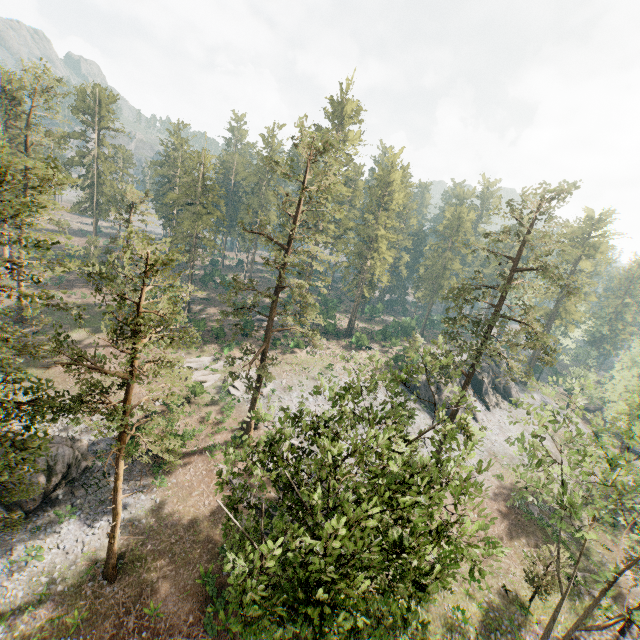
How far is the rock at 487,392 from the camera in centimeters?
5203cm

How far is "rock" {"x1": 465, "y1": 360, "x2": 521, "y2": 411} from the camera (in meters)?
52.03

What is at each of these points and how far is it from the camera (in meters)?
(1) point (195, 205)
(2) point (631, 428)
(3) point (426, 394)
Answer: (1) foliage, 49.16
(2) foliage, 17.42
(3) rock, 46.78

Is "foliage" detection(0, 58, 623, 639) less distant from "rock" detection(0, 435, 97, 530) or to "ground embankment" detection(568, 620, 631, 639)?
"ground embankment" detection(568, 620, 631, 639)

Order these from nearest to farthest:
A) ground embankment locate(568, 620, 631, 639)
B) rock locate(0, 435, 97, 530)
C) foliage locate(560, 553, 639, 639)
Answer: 1. foliage locate(560, 553, 639, 639)
2. rock locate(0, 435, 97, 530)
3. ground embankment locate(568, 620, 631, 639)

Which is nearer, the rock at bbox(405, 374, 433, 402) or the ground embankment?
the ground embankment

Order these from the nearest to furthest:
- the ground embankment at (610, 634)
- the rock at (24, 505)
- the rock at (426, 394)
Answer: the rock at (24, 505) < the ground embankment at (610, 634) < the rock at (426, 394)

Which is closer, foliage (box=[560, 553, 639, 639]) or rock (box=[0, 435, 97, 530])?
foliage (box=[560, 553, 639, 639])
